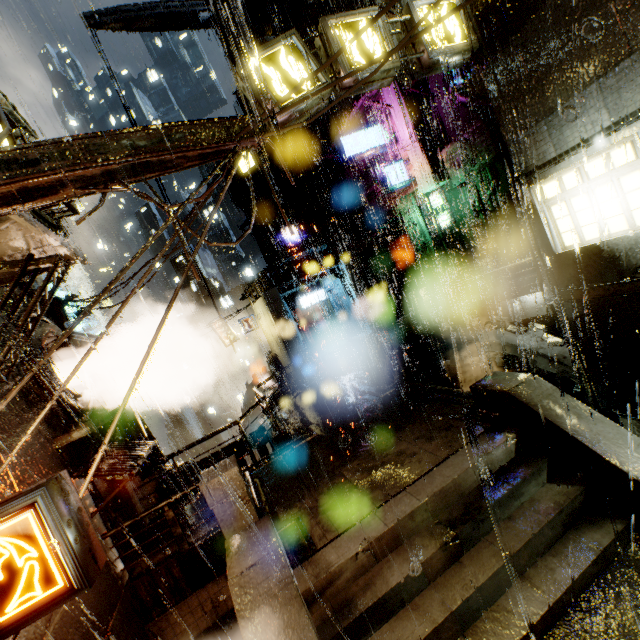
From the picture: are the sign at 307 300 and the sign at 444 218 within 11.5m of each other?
yes

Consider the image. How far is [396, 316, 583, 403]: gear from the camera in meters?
10.7 m

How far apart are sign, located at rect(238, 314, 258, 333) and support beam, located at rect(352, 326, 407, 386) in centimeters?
1429cm

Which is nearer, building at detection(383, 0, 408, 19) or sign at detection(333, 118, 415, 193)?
building at detection(383, 0, 408, 19)

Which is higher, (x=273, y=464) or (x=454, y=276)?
(x=454, y=276)

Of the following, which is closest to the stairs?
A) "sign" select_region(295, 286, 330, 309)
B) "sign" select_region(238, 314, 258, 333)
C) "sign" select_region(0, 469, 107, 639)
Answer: "sign" select_region(0, 469, 107, 639)

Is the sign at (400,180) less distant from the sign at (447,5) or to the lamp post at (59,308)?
the sign at (447,5)

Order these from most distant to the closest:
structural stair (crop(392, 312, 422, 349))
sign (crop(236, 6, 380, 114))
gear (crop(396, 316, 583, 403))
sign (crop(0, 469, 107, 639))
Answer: structural stair (crop(392, 312, 422, 349))
gear (crop(396, 316, 583, 403))
sign (crop(236, 6, 380, 114))
sign (crop(0, 469, 107, 639))
